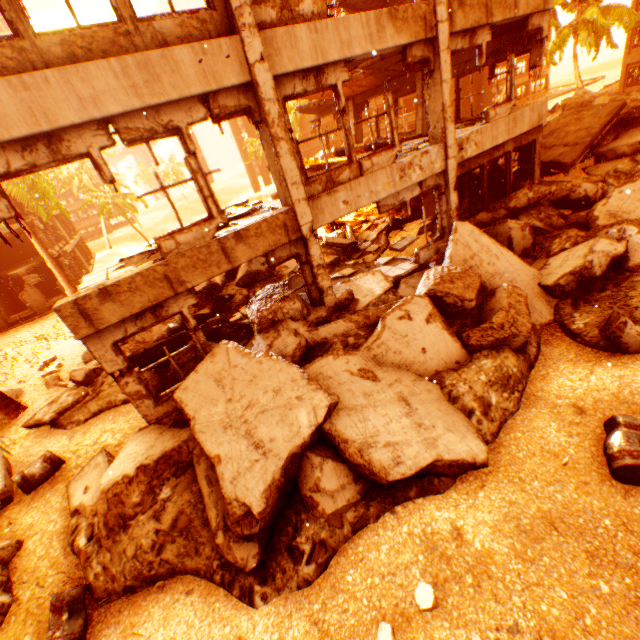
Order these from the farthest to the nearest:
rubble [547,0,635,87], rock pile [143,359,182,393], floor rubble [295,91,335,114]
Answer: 1. rubble [547,0,635,87]
2. floor rubble [295,91,335,114]
3. rock pile [143,359,182,393]

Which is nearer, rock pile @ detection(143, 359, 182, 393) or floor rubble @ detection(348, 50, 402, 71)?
rock pile @ detection(143, 359, 182, 393)

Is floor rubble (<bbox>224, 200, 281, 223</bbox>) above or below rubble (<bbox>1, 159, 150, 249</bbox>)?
below

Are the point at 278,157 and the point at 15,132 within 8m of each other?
yes

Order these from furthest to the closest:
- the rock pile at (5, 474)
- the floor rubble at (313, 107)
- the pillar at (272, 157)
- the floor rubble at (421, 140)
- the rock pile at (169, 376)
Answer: the floor rubble at (313, 107)
the floor rubble at (421, 140)
the rock pile at (169, 376)
the rock pile at (5, 474)
the pillar at (272, 157)

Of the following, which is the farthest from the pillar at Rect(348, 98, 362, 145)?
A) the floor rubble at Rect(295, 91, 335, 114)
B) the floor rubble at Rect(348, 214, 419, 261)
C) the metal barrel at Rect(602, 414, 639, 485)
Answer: the metal barrel at Rect(602, 414, 639, 485)

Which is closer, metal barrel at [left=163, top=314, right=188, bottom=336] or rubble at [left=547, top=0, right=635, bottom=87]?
metal barrel at [left=163, top=314, right=188, bottom=336]

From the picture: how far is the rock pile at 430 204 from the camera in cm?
1339
